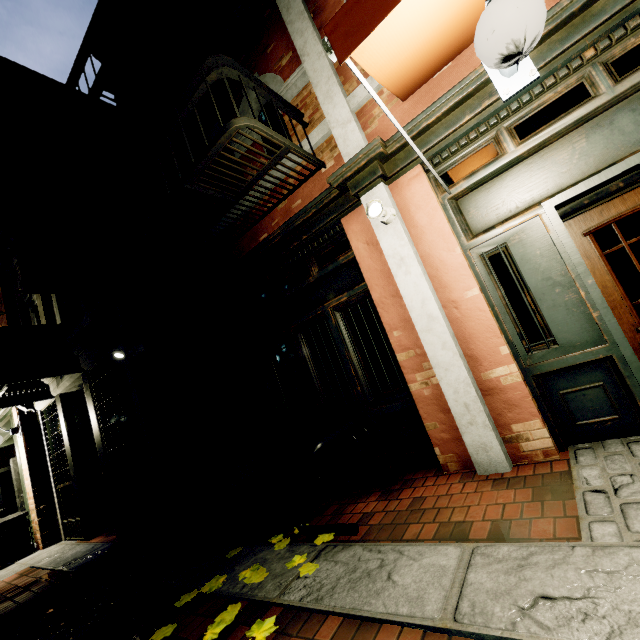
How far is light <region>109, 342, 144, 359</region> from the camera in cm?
461

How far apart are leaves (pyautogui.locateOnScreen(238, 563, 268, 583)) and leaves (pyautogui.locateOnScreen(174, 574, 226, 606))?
0.14m

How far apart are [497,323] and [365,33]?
2.6 meters

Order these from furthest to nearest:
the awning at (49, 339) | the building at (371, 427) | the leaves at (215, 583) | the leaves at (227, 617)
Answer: the awning at (49, 339) < the building at (371, 427) < the leaves at (215, 583) < the leaves at (227, 617)

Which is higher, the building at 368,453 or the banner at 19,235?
the banner at 19,235

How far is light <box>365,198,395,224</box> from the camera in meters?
3.1

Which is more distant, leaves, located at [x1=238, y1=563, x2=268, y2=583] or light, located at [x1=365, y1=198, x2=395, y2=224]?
light, located at [x1=365, y1=198, x2=395, y2=224]

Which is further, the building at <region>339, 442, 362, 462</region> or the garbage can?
the garbage can
